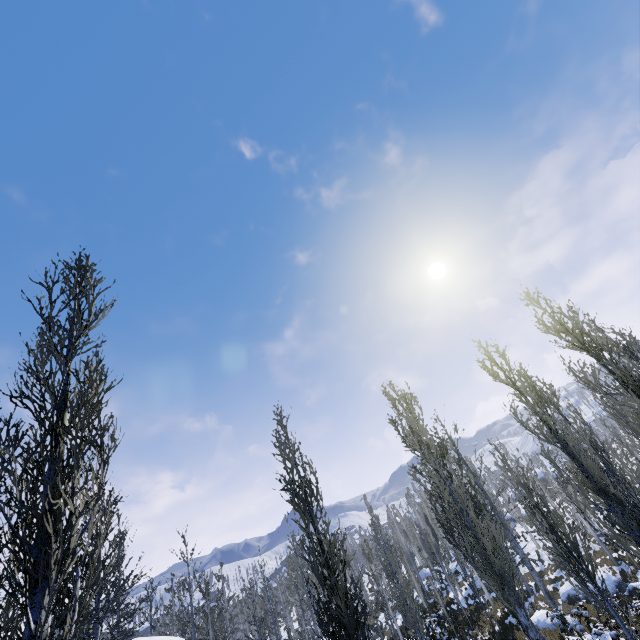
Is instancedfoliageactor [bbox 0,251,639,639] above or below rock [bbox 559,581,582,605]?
above

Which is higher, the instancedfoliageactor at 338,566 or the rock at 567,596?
the instancedfoliageactor at 338,566

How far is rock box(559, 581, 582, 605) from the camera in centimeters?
2062cm

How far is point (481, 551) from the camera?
10.2 meters

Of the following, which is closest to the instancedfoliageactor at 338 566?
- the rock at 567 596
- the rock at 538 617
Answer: the rock at 538 617

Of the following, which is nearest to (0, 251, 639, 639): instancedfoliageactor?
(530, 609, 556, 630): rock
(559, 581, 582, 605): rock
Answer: (530, 609, 556, 630): rock

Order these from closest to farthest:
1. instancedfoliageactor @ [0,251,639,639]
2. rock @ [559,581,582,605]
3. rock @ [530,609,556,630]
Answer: instancedfoliageactor @ [0,251,639,639]
rock @ [530,609,556,630]
rock @ [559,581,582,605]
